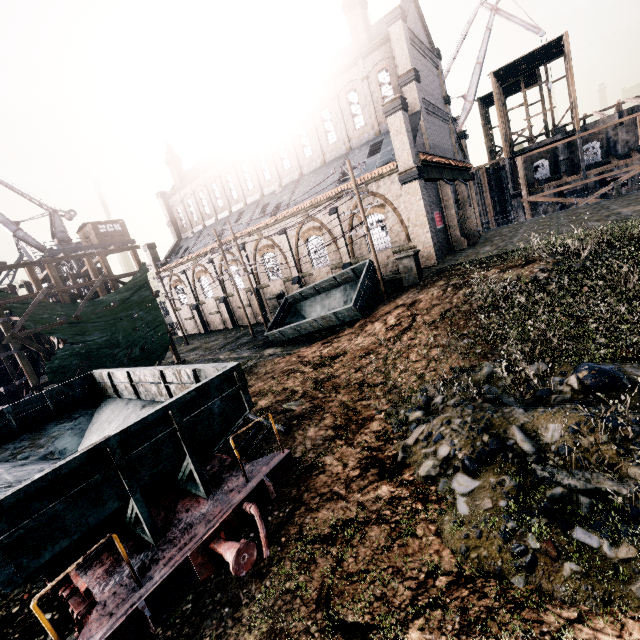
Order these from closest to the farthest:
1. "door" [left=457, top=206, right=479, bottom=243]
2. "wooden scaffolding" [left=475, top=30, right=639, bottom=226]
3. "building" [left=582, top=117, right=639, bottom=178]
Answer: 1. "door" [left=457, top=206, right=479, bottom=243]
2. "wooden scaffolding" [left=475, top=30, right=639, bottom=226]
3. "building" [left=582, top=117, right=639, bottom=178]

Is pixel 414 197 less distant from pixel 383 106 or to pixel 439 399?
pixel 383 106

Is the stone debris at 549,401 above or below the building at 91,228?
below

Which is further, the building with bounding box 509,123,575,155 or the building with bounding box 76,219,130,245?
the building with bounding box 509,123,575,155

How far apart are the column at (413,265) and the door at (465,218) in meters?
A: 12.6

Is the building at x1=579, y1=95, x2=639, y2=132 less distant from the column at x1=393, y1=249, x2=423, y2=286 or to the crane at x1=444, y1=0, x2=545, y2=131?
the column at x1=393, y1=249, x2=423, y2=286

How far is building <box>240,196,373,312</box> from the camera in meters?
26.2

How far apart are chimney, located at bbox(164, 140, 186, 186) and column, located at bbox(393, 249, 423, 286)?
37.8 meters
